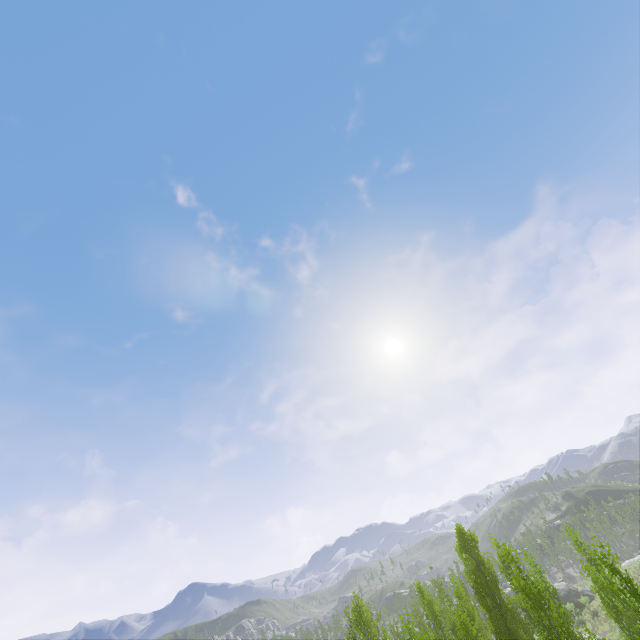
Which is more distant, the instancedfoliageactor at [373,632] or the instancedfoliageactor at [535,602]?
the instancedfoliageactor at [373,632]

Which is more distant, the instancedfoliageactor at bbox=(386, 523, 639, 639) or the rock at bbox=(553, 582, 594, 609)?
the rock at bbox=(553, 582, 594, 609)

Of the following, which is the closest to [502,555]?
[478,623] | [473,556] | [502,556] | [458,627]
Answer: [502,556]

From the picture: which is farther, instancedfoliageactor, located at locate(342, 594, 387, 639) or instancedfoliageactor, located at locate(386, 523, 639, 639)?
instancedfoliageactor, located at locate(342, 594, 387, 639)

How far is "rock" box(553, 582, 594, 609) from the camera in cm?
4369

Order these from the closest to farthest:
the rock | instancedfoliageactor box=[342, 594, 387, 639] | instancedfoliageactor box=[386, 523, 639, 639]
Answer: instancedfoliageactor box=[386, 523, 639, 639] → instancedfoliageactor box=[342, 594, 387, 639] → the rock

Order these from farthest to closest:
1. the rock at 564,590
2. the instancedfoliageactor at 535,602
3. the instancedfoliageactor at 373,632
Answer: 1. the rock at 564,590
2. the instancedfoliageactor at 373,632
3. the instancedfoliageactor at 535,602

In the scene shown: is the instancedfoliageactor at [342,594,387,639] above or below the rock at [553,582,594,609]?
above
